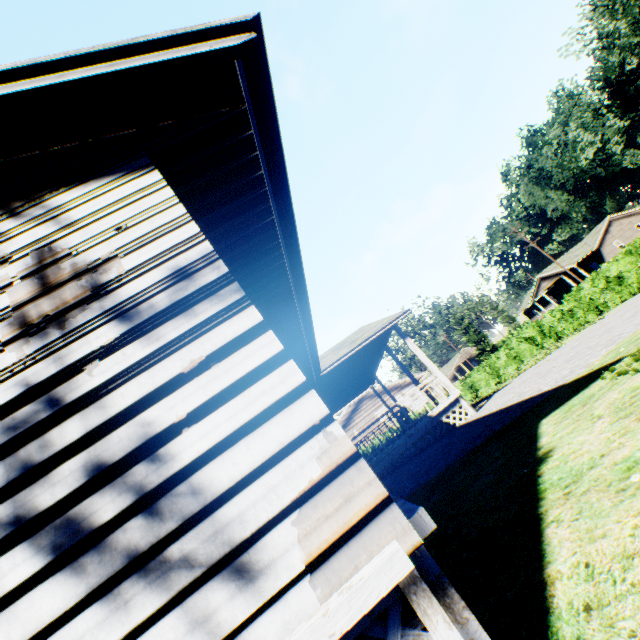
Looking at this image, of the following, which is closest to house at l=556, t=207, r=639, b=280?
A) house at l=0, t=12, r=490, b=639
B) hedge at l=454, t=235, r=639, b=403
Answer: hedge at l=454, t=235, r=639, b=403

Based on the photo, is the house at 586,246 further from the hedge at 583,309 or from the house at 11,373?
the house at 11,373

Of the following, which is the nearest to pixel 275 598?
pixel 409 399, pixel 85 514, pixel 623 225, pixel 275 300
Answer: pixel 85 514

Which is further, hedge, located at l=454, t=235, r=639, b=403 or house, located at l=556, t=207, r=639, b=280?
house, located at l=556, t=207, r=639, b=280

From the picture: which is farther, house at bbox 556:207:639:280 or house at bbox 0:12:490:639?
house at bbox 556:207:639:280

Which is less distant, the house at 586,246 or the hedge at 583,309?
the hedge at 583,309
